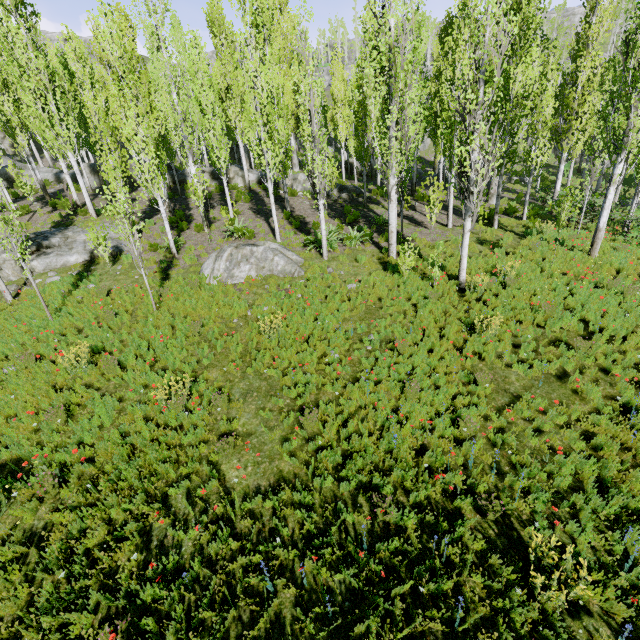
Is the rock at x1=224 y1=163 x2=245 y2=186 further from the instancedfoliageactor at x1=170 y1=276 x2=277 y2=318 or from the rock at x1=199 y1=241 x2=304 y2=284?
the rock at x1=199 y1=241 x2=304 y2=284

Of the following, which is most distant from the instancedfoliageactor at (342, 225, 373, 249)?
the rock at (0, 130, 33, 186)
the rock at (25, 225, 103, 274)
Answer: the rock at (25, 225, 103, 274)

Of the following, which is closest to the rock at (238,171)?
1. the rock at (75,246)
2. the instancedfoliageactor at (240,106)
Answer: the instancedfoliageactor at (240,106)

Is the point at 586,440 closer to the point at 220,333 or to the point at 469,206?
the point at 469,206

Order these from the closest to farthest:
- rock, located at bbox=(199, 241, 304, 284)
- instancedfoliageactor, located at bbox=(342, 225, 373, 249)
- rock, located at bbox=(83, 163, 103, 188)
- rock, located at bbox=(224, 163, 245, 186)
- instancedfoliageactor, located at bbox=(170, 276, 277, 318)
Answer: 1. instancedfoliageactor, located at bbox=(170, 276, 277, 318)
2. rock, located at bbox=(199, 241, 304, 284)
3. instancedfoliageactor, located at bbox=(342, 225, 373, 249)
4. rock, located at bbox=(224, 163, 245, 186)
5. rock, located at bbox=(83, 163, 103, 188)

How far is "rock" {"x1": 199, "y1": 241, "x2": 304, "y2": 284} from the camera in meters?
12.0 m

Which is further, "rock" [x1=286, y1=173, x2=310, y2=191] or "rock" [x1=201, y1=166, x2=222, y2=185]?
"rock" [x1=201, y1=166, x2=222, y2=185]
